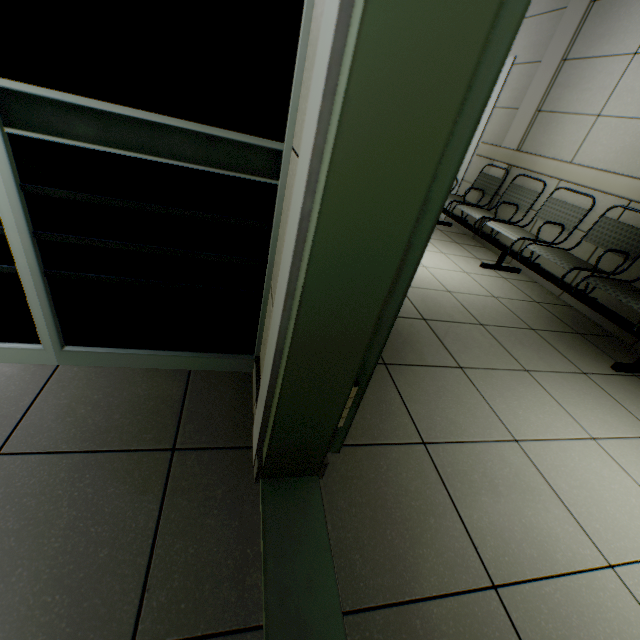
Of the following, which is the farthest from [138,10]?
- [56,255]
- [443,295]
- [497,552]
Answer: [443,295]
